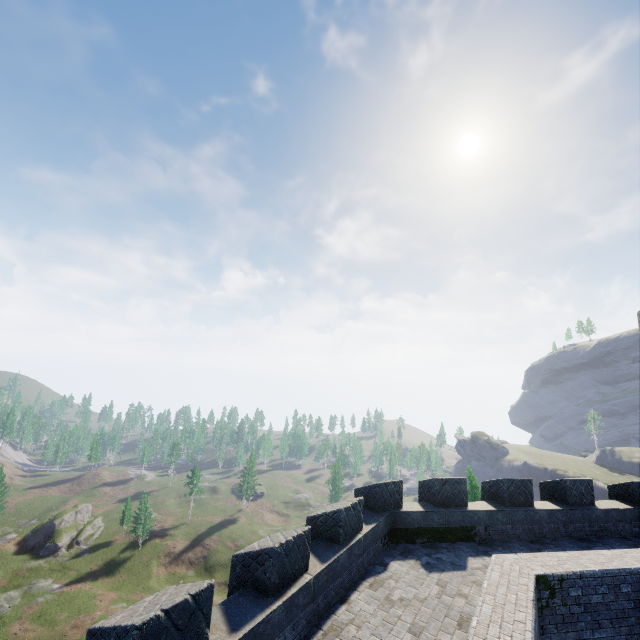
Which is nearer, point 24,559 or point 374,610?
point 374,610
